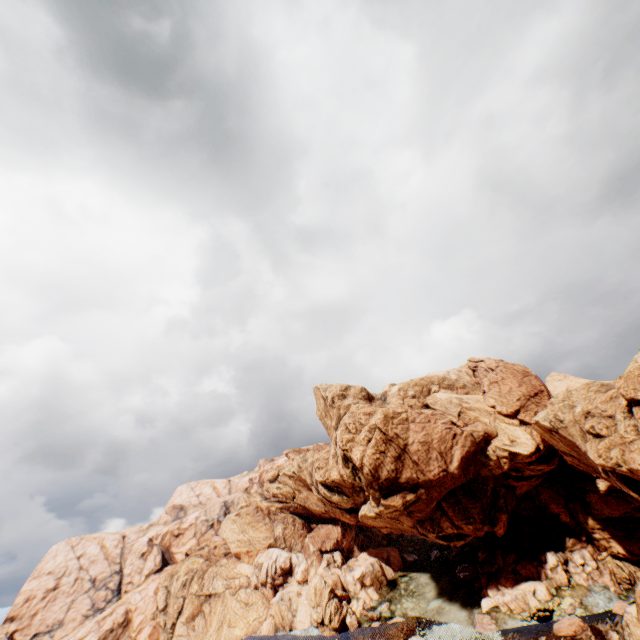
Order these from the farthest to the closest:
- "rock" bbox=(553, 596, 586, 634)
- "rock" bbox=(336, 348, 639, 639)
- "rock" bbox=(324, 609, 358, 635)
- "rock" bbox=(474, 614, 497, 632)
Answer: "rock" bbox=(324, 609, 358, 635) → "rock" bbox=(474, 614, 497, 632) → "rock" bbox=(553, 596, 586, 634) → "rock" bbox=(336, 348, 639, 639)

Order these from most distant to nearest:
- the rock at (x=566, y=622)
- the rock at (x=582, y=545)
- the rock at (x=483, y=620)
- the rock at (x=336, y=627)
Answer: the rock at (x=336, y=627) < the rock at (x=483, y=620) < the rock at (x=566, y=622) < the rock at (x=582, y=545)

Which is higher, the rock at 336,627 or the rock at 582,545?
the rock at 582,545

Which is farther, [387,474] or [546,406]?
[546,406]

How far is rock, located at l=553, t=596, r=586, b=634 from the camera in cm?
4197

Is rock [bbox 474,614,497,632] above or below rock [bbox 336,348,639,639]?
below
